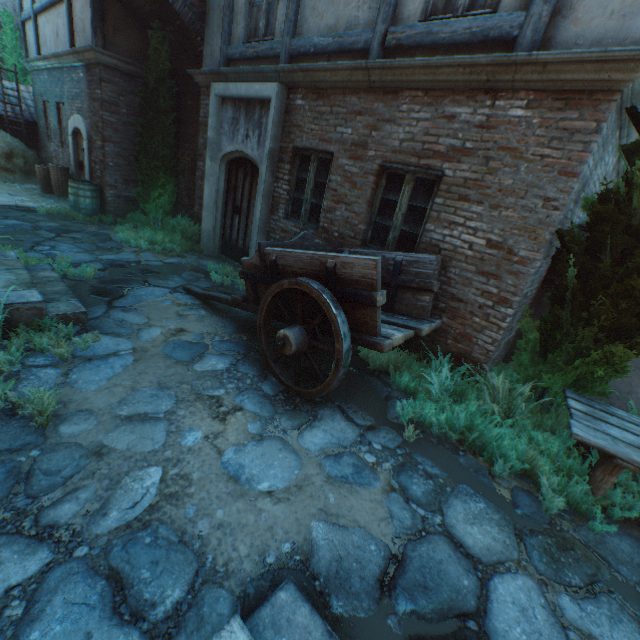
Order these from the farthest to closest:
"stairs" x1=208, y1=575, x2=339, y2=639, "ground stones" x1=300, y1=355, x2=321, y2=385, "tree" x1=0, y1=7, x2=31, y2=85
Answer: "tree" x1=0, y1=7, x2=31, y2=85
"ground stones" x1=300, y1=355, x2=321, y2=385
"stairs" x1=208, y1=575, x2=339, y2=639

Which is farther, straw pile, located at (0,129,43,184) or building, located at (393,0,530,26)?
straw pile, located at (0,129,43,184)

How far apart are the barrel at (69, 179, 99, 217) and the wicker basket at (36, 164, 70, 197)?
1.8m

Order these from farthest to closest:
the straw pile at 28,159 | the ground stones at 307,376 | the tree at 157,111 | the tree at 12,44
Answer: the tree at 12,44
the straw pile at 28,159
the tree at 157,111
the ground stones at 307,376

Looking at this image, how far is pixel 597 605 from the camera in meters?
2.3 m

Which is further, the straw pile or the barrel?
the straw pile

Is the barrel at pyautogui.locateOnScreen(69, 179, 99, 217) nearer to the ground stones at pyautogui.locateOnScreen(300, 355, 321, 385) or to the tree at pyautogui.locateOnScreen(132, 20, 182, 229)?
the ground stones at pyautogui.locateOnScreen(300, 355, 321, 385)

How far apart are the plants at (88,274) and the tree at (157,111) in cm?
359
